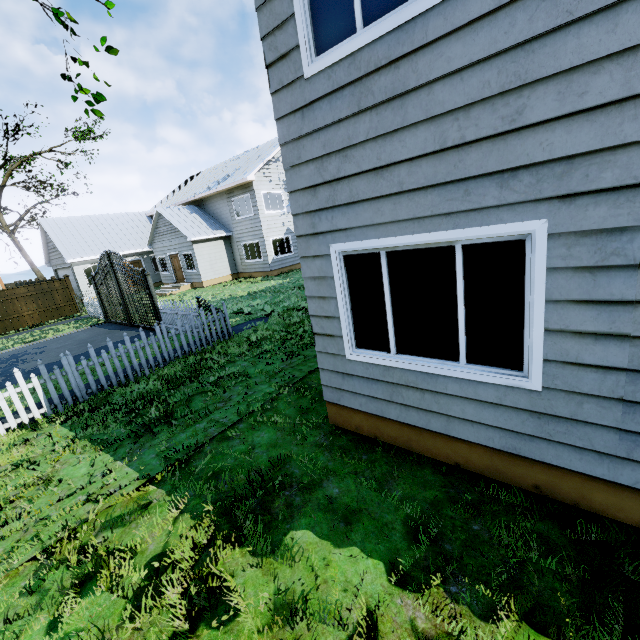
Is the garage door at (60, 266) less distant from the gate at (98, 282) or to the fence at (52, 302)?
the fence at (52, 302)

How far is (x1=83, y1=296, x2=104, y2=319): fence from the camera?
17.2m

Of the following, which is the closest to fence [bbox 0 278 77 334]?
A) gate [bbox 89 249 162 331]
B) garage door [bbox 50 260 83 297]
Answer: garage door [bbox 50 260 83 297]

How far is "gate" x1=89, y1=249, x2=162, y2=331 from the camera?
12.5m

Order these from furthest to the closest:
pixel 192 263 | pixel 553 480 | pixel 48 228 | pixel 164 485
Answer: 1. pixel 48 228
2. pixel 192 263
3. pixel 164 485
4. pixel 553 480

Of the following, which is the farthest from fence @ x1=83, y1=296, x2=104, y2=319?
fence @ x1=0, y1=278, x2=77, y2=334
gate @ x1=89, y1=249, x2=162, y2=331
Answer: fence @ x1=0, y1=278, x2=77, y2=334

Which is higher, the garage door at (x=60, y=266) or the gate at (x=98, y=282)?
the garage door at (x=60, y=266)

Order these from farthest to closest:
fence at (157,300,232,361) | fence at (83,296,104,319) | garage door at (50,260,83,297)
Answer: garage door at (50,260,83,297)
fence at (83,296,104,319)
fence at (157,300,232,361)
